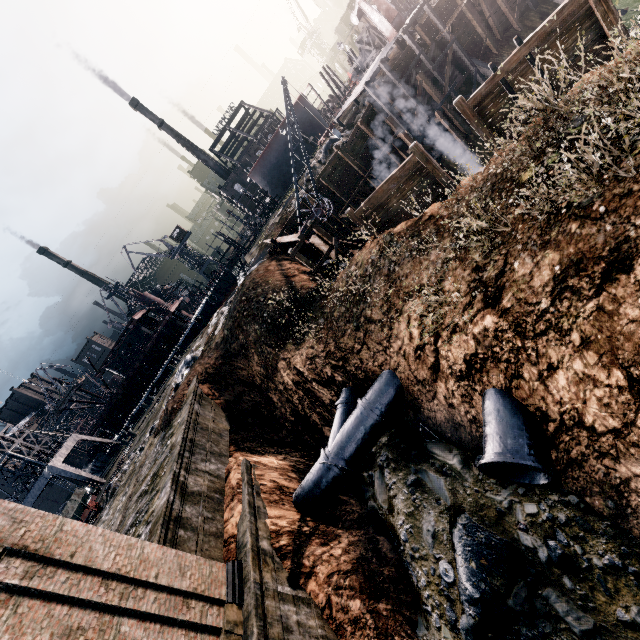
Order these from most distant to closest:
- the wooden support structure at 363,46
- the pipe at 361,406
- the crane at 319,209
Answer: the wooden support structure at 363,46 → the crane at 319,209 → the pipe at 361,406

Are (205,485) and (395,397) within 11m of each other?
yes

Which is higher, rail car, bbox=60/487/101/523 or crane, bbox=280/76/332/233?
rail car, bbox=60/487/101/523

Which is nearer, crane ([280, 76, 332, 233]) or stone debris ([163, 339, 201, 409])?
crane ([280, 76, 332, 233])

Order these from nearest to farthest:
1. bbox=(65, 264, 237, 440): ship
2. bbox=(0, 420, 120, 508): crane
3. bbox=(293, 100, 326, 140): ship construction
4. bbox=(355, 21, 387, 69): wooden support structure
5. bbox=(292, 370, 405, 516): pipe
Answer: bbox=(292, 370, 405, 516): pipe → bbox=(0, 420, 120, 508): crane → bbox=(65, 264, 237, 440): ship → bbox=(293, 100, 326, 140): ship construction → bbox=(355, 21, 387, 69): wooden support structure

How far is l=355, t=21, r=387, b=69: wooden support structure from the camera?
53.8 meters

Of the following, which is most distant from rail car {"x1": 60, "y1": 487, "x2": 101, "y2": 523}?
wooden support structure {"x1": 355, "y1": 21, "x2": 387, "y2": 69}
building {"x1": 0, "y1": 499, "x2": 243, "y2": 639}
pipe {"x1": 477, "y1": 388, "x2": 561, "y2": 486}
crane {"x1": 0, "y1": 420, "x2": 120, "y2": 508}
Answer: wooden support structure {"x1": 355, "y1": 21, "x2": 387, "y2": 69}

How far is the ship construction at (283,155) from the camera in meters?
52.1 m
